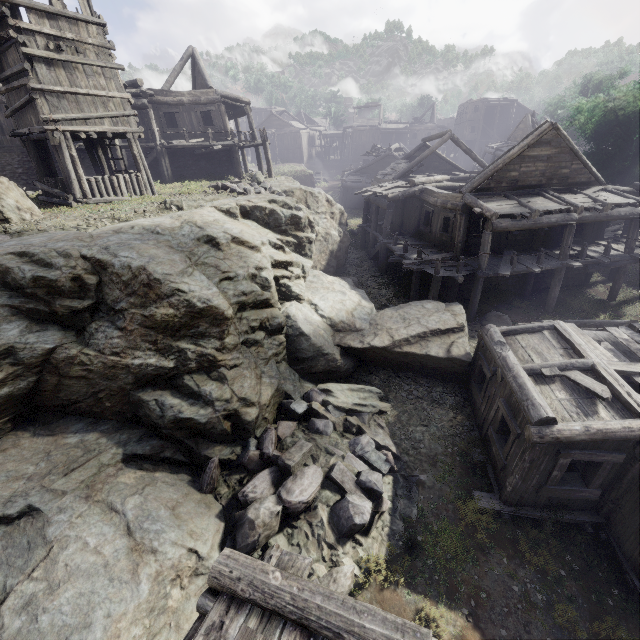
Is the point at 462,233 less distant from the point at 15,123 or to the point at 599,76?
the point at 15,123

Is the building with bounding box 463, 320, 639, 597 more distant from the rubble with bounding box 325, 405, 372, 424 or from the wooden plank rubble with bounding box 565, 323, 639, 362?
the rubble with bounding box 325, 405, 372, 424

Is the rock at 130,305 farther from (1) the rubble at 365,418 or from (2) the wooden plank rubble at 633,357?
(2) the wooden plank rubble at 633,357

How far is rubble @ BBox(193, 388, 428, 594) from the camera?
7.3m

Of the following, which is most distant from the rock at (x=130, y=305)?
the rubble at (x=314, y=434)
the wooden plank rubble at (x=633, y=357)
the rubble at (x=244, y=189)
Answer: the wooden plank rubble at (x=633, y=357)

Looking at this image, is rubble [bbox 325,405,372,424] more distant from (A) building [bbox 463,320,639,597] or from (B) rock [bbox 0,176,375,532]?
(A) building [bbox 463,320,639,597]

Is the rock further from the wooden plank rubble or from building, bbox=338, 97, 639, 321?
the wooden plank rubble

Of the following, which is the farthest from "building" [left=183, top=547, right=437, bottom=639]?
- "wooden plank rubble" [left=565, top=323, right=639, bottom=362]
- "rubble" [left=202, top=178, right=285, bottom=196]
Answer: "rubble" [left=202, top=178, right=285, bottom=196]
